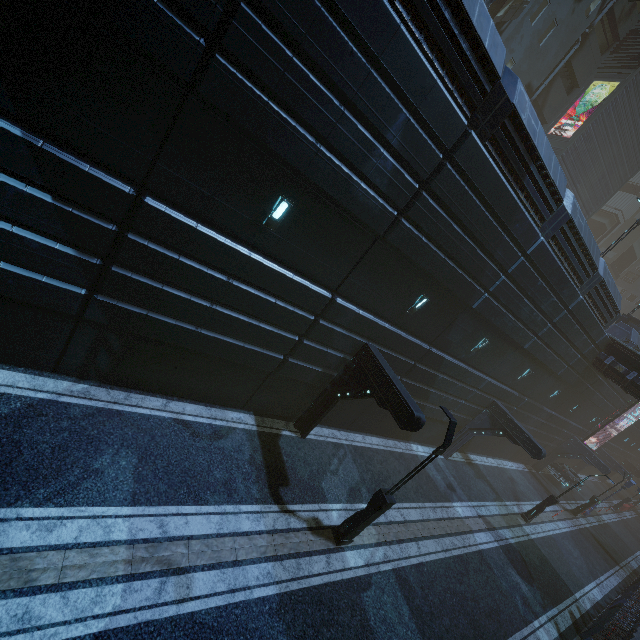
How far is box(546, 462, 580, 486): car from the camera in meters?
Result: 30.4 m

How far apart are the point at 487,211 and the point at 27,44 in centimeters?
1185cm

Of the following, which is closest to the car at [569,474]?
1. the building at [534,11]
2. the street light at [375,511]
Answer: Result: the building at [534,11]

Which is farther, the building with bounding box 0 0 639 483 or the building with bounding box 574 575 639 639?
the building with bounding box 574 575 639 639

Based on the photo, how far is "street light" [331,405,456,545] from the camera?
9.2 meters

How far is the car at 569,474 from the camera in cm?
3041

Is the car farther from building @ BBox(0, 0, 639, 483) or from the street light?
the street light

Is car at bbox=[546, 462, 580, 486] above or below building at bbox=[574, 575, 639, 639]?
above
